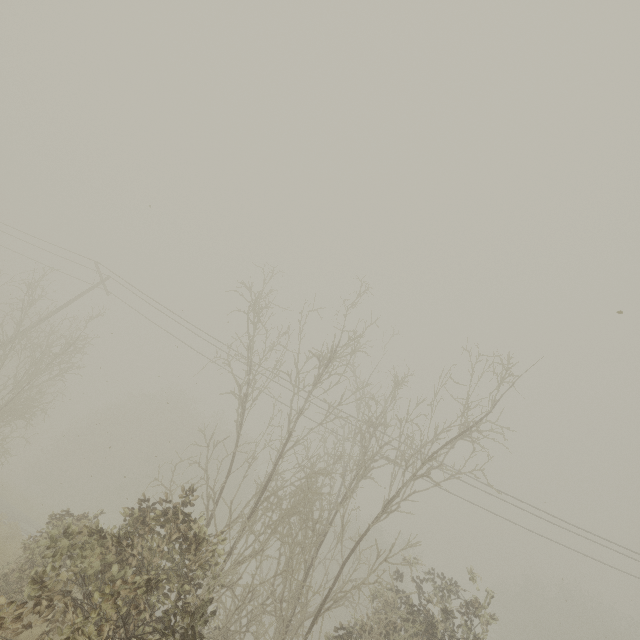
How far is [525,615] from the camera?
35.4m
